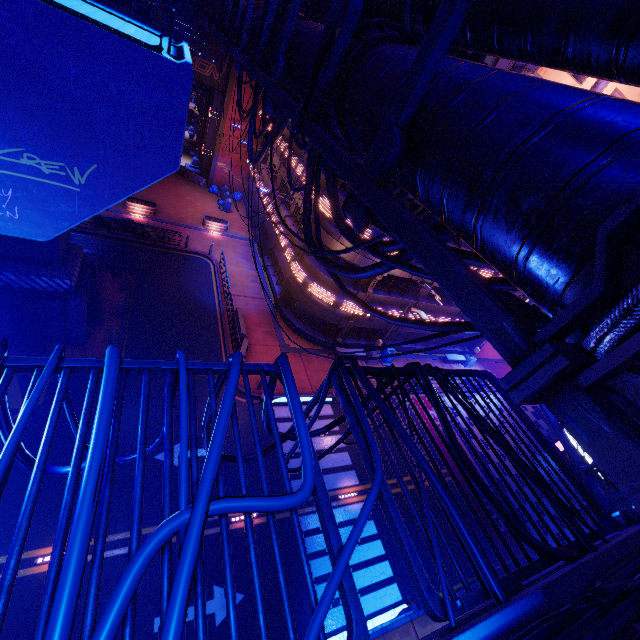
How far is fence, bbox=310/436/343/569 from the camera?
2.21m

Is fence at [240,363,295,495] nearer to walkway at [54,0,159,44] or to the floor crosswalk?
walkway at [54,0,159,44]

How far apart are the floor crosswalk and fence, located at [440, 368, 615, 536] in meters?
12.3 m

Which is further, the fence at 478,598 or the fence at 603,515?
the fence at 603,515

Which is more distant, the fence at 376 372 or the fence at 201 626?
the fence at 376 372

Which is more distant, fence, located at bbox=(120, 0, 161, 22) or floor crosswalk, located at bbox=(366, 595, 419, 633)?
fence, located at bbox=(120, 0, 161, 22)

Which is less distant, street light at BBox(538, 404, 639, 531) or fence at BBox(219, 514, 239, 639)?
fence at BBox(219, 514, 239, 639)

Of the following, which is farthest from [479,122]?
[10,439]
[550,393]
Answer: [10,439]
